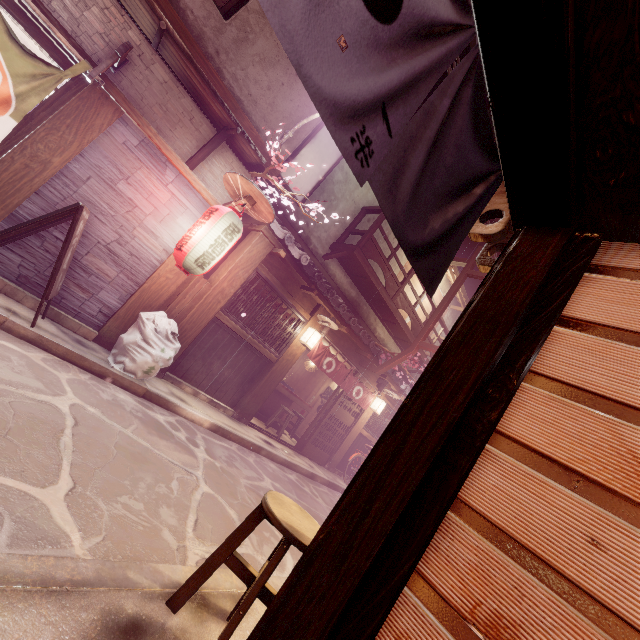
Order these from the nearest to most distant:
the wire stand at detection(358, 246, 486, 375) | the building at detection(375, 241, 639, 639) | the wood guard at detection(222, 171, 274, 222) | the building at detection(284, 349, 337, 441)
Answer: the building at detection(375, 241, 639, 639) → the wood guard at detection(222, 171, 274, 222) → the wire stand at detection(358, 246, 486, 375) → the building at detection(284, 349, 337, 441)

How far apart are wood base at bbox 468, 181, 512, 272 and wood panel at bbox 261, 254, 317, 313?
8.8m

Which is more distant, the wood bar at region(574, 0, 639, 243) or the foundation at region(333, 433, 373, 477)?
the foundation at region(333, 433, 373, 477)

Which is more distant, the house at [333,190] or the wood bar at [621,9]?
the house at [333,190]

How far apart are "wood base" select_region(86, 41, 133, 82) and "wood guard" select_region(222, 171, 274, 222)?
3.2 meters

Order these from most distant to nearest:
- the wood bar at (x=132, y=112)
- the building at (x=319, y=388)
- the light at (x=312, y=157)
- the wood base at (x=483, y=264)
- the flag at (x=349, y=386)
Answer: the building at (x=319, y=388) < the flag at (x=349, y=386) < the light at (x=312, y=157) < the wood bar at (x=132, y=112) < the wood base at (x=483, y=264)

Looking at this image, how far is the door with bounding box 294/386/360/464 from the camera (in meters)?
16.08

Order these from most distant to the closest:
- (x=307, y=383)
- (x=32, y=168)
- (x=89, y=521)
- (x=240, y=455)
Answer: (x=307, y=383) < (x=240, y=455) < (x=32, y=168) < (x=89, y=521)
